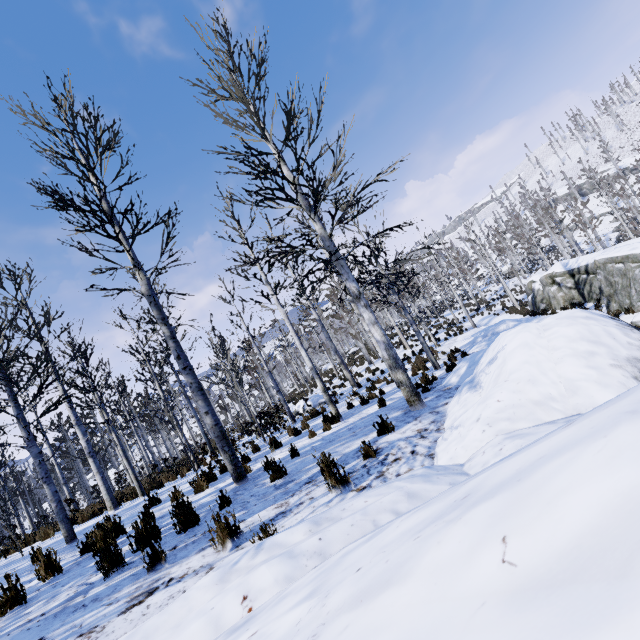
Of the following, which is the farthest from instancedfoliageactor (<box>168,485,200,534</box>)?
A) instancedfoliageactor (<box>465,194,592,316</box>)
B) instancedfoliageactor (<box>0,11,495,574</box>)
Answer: instancedfoliageactor (<box>465,194,592,316</box>)

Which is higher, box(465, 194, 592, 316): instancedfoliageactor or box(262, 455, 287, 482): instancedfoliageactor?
box(465, 194, 592, 316): instancedfoliageactor

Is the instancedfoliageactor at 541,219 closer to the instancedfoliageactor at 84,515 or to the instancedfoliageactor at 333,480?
the instancedfoliageactor at 84,515

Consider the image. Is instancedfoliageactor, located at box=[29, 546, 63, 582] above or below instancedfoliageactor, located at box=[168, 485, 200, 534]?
above

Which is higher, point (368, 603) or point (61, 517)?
point (61, 517)

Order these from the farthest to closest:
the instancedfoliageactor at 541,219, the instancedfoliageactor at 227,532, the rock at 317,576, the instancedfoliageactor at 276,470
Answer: the instancedfoliageactor at 541,219 < the instancedfoliageactor at 276,470 < the instancedfoliageactor at 227,532 < the rock at 317,576

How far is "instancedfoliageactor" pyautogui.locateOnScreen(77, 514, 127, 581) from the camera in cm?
377
